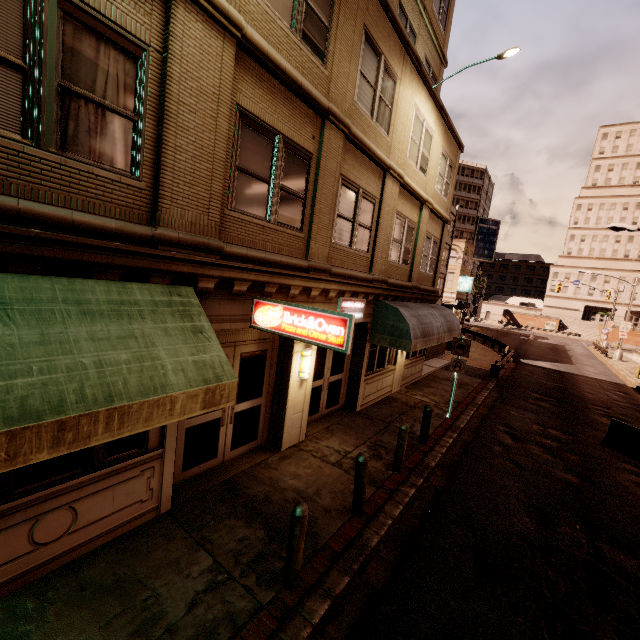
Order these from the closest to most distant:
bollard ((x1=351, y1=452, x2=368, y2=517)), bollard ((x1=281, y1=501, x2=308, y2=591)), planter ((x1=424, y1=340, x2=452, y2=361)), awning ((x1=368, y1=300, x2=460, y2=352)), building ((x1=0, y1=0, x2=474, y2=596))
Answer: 1. building ((x1=0, y1=0, x2=474, y2=596))
2. bollard ((x1=281, y1=501, x2=308, y2=591))
3. bollard ((x1=351, y1=452, x2=368, y2=517))
4. awning ((x1=368, y1=300, x2=460, y2=352))
5. planter ((x1=424, y1=340, x2=452, y2=361))

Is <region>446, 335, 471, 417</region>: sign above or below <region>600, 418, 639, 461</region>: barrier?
above

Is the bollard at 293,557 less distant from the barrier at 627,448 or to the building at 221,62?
the building at 221,62

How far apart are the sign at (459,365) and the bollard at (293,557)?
8.8m

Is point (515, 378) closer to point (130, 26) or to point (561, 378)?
point (561, 378)

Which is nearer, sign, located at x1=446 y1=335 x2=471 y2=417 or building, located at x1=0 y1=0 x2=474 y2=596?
building, located at x1=0 y1=0 x2=474 y2=596

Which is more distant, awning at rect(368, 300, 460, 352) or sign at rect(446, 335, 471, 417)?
sign at rect(446, 335, 471, 417)

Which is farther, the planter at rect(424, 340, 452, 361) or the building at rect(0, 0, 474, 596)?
the planter at rect(424, 340, 452, 361)
